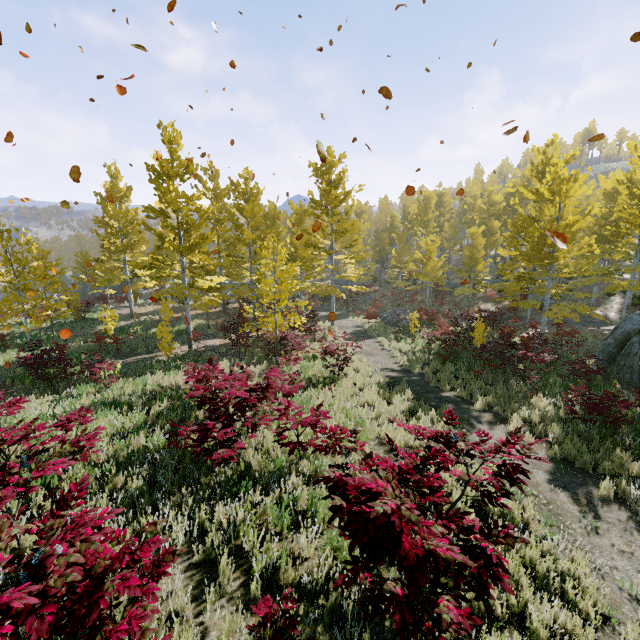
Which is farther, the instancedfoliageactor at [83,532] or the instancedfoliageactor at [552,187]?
the instancedfoliageactor at [552,187]

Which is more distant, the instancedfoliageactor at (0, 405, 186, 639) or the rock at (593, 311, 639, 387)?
the rock at (593, 311, 639, 387)

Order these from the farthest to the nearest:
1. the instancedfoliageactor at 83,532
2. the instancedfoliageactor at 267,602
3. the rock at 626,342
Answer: the rock at 626,342
the instancedfoliageactor at 267,602
the instancedfoliageactor at 83,532

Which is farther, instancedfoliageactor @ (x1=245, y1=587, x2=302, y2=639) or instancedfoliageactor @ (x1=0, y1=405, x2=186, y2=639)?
instancedfoliageactor @ (x1=245, y1=587, x2=302, y2=639)

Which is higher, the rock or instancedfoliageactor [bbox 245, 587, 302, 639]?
instancedfoliageactor [bbox 245, 587, 302, 639]

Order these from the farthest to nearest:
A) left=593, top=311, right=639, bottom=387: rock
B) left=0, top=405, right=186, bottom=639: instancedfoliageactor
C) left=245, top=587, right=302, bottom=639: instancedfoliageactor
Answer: left=593, top=311, right=639, bottom=387: rock
left=245, top=587, right=302, bottom=639: instancedfoliageactor
left=0, top=405, right=186, bottom=639: instancedfoliageactor

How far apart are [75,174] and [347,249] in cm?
3499
